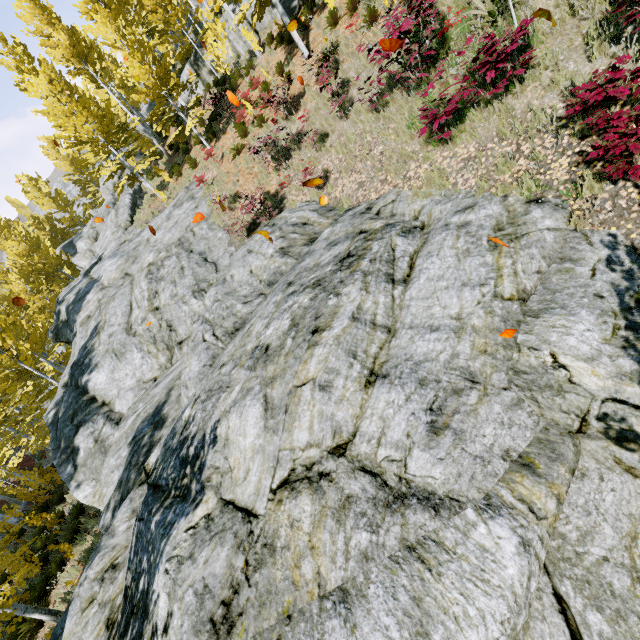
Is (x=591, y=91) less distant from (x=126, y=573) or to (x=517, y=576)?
(x=517, y=576)

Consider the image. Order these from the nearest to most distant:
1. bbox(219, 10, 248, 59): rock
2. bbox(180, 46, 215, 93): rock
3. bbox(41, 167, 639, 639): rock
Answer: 1. bbox(41, 167, 639, 639): rock
2. bbox(219, 10, 248, 59): rock
3. bbox(180, 46, 215, 93): rock

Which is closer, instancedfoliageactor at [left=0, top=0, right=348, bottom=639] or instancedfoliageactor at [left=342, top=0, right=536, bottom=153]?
instancedfoliageactor at [left=342, top=0, right=536, bottom=153]

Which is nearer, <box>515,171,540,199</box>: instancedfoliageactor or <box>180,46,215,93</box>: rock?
<box>515,171,540,199</box>: instancedfoliageactor

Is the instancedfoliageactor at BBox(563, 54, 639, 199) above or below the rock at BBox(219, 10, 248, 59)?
below

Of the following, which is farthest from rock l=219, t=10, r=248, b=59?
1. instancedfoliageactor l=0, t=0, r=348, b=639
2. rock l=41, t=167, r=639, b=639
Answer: rock l=41, t=167, r=639, b=639

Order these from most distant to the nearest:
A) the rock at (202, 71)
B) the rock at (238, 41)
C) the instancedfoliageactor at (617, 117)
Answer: the rock at (202, 71), the rock at (238, 41), the instancedfoliageactor at (617, 117)

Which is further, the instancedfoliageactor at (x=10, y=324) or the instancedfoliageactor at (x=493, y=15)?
the instancedfoliageactor at (x=10, y=324)
